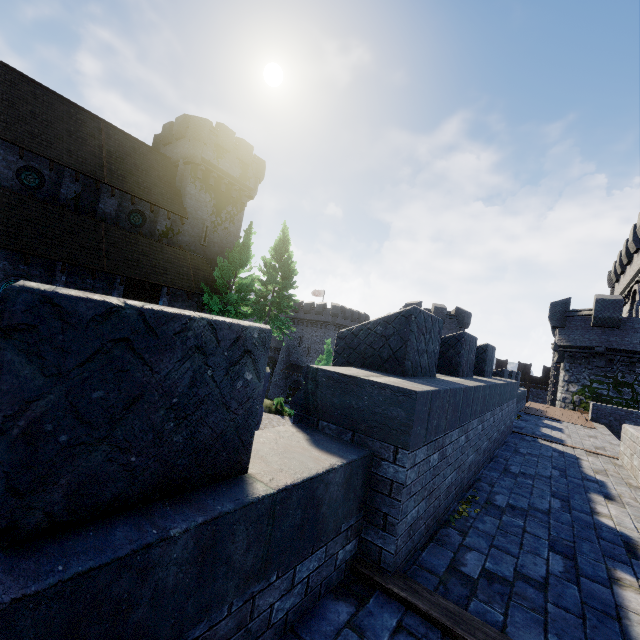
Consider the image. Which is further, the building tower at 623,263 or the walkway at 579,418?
the building tower at 623,263

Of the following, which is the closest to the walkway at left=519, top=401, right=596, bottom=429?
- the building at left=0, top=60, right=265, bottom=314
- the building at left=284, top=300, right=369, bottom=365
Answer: the building at left=0, top=60, right=265, bottom=314

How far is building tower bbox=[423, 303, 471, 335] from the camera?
34.0 meters

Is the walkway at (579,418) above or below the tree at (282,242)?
below

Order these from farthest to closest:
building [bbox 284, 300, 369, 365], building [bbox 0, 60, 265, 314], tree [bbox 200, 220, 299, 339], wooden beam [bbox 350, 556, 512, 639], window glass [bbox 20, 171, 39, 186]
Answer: building [bbox 284, 300, 369, 365] < tree [bbox 200, 220, 299, 339] < window glass [bbox 20, 171, 39, 186] < building [bbox 0, 60, 265, 314] < wooden beam [bbox 350, 556, 512, 639]

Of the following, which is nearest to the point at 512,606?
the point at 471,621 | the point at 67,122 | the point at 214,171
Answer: the point at 471,621

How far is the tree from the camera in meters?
22.5 m

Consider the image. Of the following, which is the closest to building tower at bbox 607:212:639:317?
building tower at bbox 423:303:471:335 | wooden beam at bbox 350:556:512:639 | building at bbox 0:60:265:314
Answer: building tower at bbox 423:303:471:335
